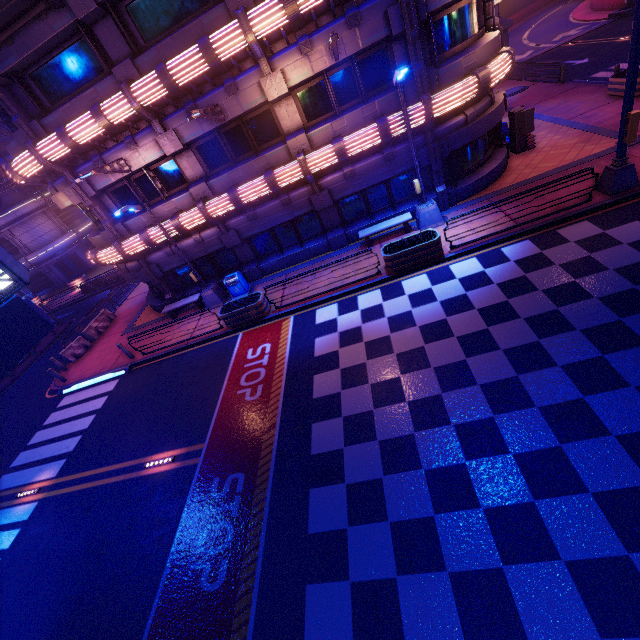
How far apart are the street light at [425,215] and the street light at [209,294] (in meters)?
9.99

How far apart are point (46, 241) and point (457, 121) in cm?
4396

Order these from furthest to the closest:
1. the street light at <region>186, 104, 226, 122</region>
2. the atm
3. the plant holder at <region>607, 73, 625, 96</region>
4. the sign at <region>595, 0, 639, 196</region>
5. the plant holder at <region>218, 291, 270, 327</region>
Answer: the plant holder at <region>607, 73, 625, 96</region>
the atm
the plant holder at <region>218, 291, 270, 327</region>
the street light at <region>186, 104, 226, 122</region>
the sign at <region>595, 0, 639, 196</region>

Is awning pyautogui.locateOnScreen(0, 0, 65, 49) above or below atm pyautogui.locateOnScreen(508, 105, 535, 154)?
above

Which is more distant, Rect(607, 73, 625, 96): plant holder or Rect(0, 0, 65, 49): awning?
Rect(607, 73, 625, 96): plant holder

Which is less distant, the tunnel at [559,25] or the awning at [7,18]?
the awning at [7,18]

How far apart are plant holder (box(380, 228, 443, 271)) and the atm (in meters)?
8.27

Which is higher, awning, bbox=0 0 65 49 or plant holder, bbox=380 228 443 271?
awning, bbox=0 0 65 49
